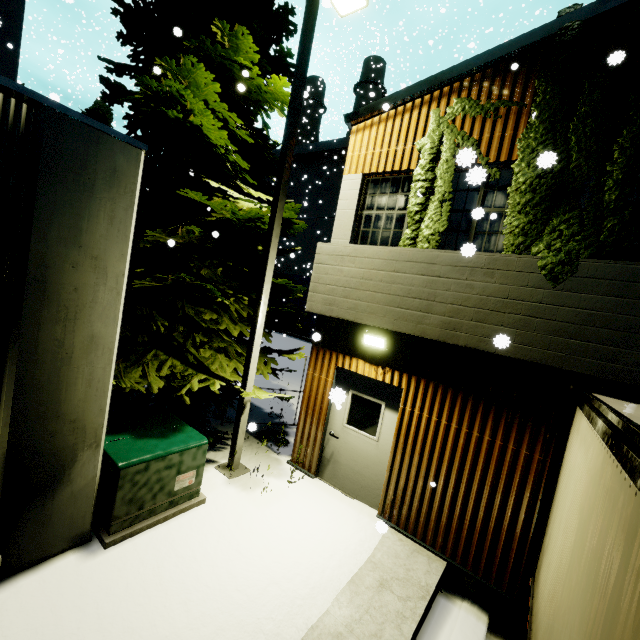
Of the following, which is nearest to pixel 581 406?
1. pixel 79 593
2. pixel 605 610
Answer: pixel 605 610

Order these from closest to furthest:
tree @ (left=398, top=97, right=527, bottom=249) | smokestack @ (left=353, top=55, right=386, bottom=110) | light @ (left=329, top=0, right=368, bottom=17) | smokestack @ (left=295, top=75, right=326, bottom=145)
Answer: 1. tree @ (left=398, top=97, right=527, bottom=249)
2. light @ (left=329, top=0, right=368, bottom=17)
3. smokestack @ (left=353, top=55, right=386, bottom=110)
4. smokestack @ (left=295, top=75, right=326, bottom=145)

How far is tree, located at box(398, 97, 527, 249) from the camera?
5.21m

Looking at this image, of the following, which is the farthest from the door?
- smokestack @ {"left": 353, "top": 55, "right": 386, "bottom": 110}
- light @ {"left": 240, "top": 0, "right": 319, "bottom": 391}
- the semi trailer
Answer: smokestack @ {"left": 353, "top": 55, "right": 386, "bottom": 110}

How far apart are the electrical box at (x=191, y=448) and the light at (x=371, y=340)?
3.3m

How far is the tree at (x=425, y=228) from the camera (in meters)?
5.21
